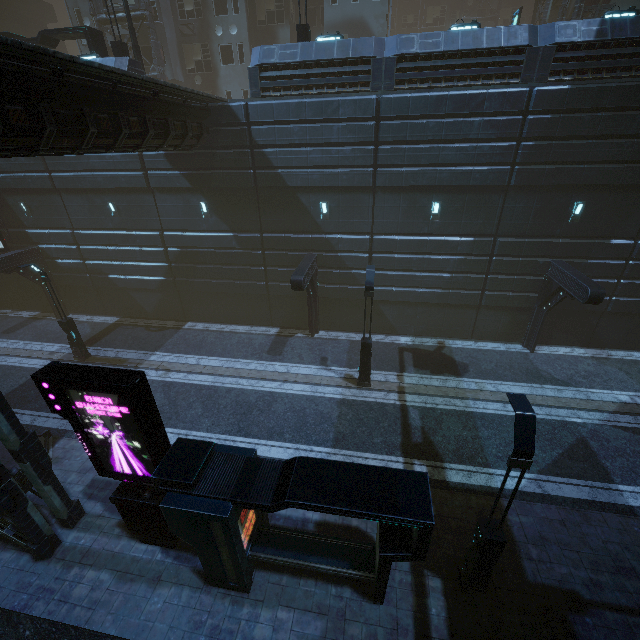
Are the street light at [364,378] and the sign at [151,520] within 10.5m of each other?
yes

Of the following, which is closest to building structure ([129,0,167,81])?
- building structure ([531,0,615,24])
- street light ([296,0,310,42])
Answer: street light ([296,0,310,42])

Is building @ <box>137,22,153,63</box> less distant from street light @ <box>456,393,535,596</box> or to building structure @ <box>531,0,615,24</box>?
building structure @ <box>531,0,615,24</box>

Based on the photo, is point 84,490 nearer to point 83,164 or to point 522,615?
point 522,615

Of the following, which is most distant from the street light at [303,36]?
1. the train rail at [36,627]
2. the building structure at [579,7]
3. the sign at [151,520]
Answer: the train rail at [36,627]

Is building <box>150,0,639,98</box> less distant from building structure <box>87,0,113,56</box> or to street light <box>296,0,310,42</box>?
building structure <box>87,0,113,56</box>

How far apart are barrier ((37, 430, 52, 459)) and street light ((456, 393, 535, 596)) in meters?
14.2

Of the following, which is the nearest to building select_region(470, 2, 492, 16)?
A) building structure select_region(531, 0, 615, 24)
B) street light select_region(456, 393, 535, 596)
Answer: building structure select_region(531, 0, 615, 24)
